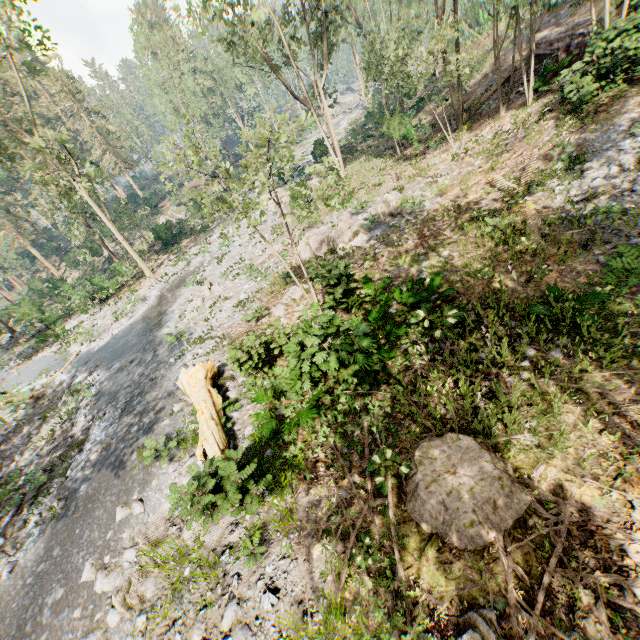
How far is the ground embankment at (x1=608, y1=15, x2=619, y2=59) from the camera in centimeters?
1189cm

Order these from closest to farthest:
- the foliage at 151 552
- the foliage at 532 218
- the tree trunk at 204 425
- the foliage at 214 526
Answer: the foliage at 214 526
the foliage at 151 552
the tree trunk at 204 425
the foliage at 532 218

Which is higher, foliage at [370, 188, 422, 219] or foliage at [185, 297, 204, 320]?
foliage at [185, 297, 204, 320]

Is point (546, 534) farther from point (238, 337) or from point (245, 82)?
Answer: point (245, 82)

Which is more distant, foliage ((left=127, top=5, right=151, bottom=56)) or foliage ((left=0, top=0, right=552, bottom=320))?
foliage ((left=127, top=5, right=151, bottom=56))

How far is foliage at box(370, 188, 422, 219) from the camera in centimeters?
1584cm

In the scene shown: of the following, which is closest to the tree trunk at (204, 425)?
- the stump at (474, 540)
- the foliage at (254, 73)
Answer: the foliage at (254, 73)

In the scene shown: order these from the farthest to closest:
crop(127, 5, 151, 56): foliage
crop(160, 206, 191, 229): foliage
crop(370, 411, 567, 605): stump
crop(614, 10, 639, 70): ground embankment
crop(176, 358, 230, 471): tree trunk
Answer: crop(127, 5, 151, 56): foliage, crop(160, 206, 191, 229): foliage, crop(614, 10, 639, 70): ground embankment, crop(176, 358, 230, 471): tree trunk, crop(370, 411, 567, 605): stump
